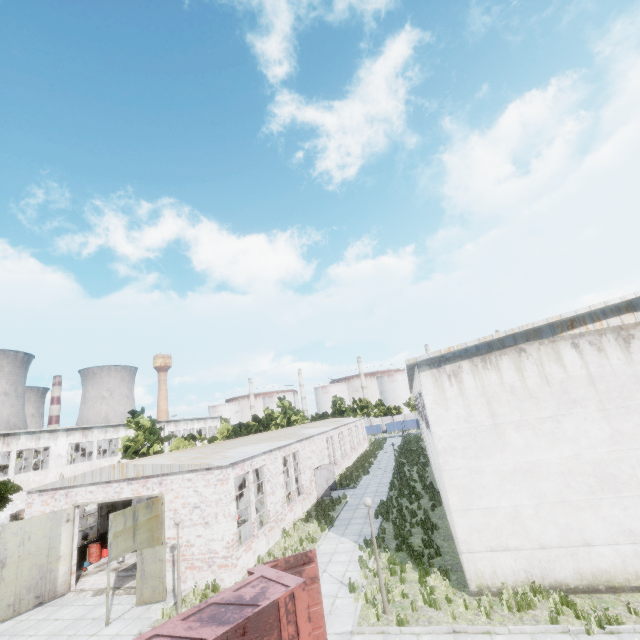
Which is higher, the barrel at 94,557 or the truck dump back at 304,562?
the truck dump back at 304,562

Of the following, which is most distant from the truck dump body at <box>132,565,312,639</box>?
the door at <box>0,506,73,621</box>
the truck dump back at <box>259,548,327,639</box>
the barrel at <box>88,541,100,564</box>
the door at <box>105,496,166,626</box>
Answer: the barrel at <box>88,541,100,564</box>

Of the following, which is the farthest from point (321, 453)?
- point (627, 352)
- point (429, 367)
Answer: point (627, 352)

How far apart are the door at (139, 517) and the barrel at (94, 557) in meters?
8.2 m

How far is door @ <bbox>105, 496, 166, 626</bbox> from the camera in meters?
13.3 m

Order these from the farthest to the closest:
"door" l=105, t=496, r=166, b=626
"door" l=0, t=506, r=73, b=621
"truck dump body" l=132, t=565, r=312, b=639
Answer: "door" l=0, t=506, r=73, b=621 → "door" l=105, t=496, r=166, b=626 → "truck dump body" l=132, t=565, r=312, b=639

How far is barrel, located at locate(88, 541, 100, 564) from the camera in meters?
19.5

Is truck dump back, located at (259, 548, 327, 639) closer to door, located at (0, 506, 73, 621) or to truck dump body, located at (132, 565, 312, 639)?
truck dump body, located at (132, 565, 312, 639)
